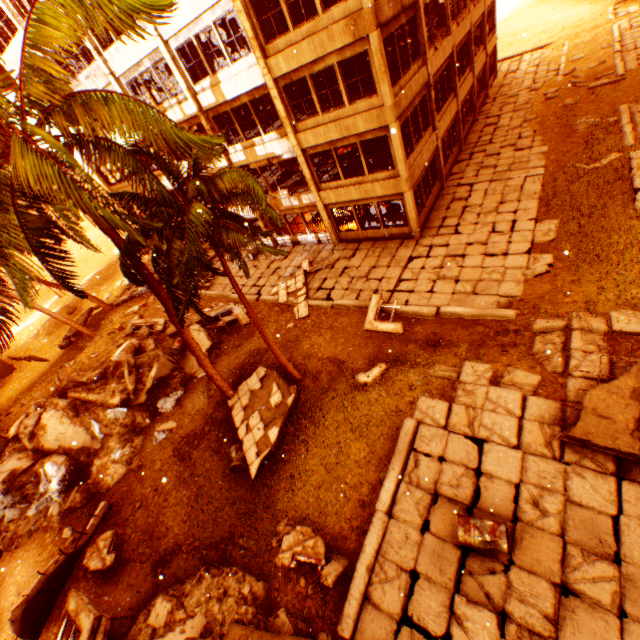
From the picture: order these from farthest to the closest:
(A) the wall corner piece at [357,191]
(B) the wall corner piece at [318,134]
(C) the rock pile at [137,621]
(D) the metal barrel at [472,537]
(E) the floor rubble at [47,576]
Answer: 1. (A) the wall corner piece at [357,191]
2. (B) the wall corner piece at [318,134]
3. (E) the floor rubble at [47,576]
4. (C) the rock pile at [137,621]
5. (D) the metal barrel at [472,537]

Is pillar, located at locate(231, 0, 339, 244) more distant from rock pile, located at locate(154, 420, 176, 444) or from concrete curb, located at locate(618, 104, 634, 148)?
concrete curb, located at locate(618, 104, 634, 148)

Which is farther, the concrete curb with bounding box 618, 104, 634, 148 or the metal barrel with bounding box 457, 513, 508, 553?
the concrete curb with bounding box 618, 104, 634, 148

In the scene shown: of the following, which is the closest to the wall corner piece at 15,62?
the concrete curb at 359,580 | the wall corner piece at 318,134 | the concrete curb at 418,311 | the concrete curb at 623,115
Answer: the wall corner piece at 318,134

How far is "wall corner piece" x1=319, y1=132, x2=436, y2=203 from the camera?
15.0m

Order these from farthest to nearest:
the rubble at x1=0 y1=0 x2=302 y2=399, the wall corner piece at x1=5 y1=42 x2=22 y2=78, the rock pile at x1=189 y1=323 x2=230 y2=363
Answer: the wall corner piece at x1=5 y1=42 x2=22 y2=78 < the rock pile at x1=189 y1=323 x2=230 y2=363 < the rubble at x1=0 y1=0 x2=302 y2=399

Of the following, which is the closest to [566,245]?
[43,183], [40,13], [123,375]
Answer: [43,183]

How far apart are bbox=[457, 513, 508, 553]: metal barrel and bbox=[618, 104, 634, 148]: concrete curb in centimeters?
1817cm
